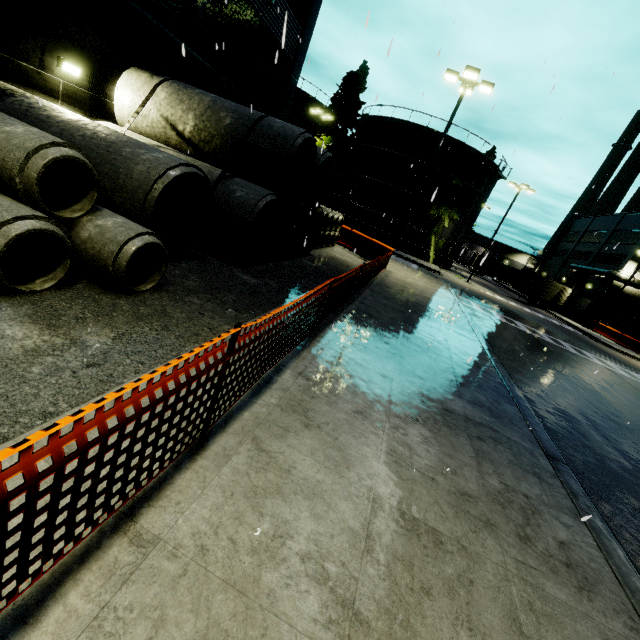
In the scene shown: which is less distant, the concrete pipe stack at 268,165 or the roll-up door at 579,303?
the concrete pipe stack at 268,165

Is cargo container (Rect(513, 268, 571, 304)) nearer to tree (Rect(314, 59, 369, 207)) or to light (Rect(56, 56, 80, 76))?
tree (Rect(314, 59, 369, 207))

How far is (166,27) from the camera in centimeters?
1037cm

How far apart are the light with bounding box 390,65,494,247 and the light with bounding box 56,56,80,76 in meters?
14.7

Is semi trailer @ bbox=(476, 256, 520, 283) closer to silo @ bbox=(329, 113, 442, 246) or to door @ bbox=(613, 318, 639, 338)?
silo @ bbox=(329, 113, 442, 246)

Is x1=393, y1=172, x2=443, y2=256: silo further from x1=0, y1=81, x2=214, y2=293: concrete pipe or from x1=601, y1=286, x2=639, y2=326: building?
x1=0, y1=81, x2=214, y2=293: concrete pipe

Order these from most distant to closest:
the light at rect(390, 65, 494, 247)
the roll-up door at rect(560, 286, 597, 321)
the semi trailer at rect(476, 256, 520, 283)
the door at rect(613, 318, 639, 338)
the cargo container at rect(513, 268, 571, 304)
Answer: the semi trailer at rect(476, 256, 520, 283), the roll-up door at rect(560, 286, 597, 321), the door at rect(613, 318, 639, 338), the cargo container at rect(513, 268, 571, 304), the light at rect(390, 65, 494, 247)

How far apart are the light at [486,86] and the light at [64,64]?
14.7 meters
